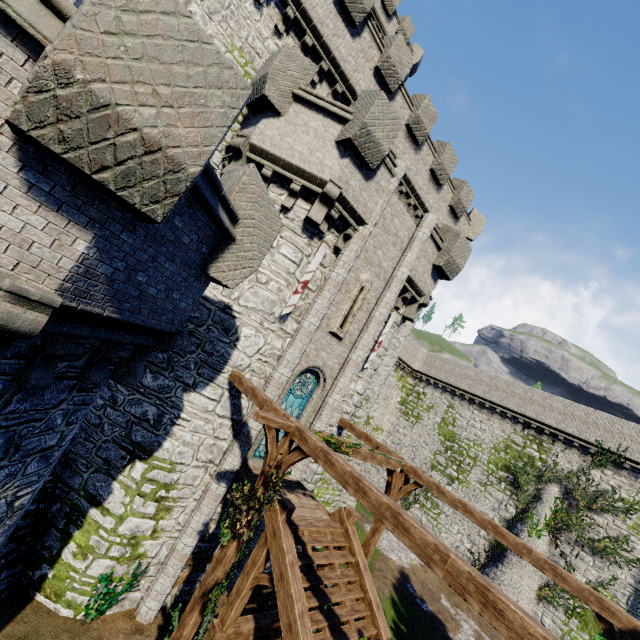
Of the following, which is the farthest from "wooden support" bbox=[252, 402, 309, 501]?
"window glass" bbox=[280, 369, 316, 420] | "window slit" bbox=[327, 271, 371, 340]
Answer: "window slit" bbox=[327, 271, 371, 340]

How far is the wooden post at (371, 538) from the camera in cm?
1060

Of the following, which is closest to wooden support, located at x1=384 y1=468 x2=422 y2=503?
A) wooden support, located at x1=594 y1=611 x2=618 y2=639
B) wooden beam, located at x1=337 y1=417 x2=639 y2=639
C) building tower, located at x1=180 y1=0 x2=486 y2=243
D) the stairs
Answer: wooden beam, located at x1=337 y1=417 x2=639 y2=639

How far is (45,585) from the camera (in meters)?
8.81

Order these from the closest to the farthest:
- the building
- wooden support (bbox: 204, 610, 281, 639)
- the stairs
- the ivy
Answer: the ivy → the stairs → wooden support (bbox: 204, 610, 281, 639) → the building

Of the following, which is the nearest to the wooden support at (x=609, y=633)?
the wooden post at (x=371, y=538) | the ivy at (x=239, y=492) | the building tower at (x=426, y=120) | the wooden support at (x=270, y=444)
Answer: the ivy at (x=239, y=492)

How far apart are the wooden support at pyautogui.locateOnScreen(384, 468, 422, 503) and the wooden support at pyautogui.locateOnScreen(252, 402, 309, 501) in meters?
3.4

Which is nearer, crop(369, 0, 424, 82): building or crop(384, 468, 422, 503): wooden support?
→ crop(384, 468, 422, 503): wooden support
